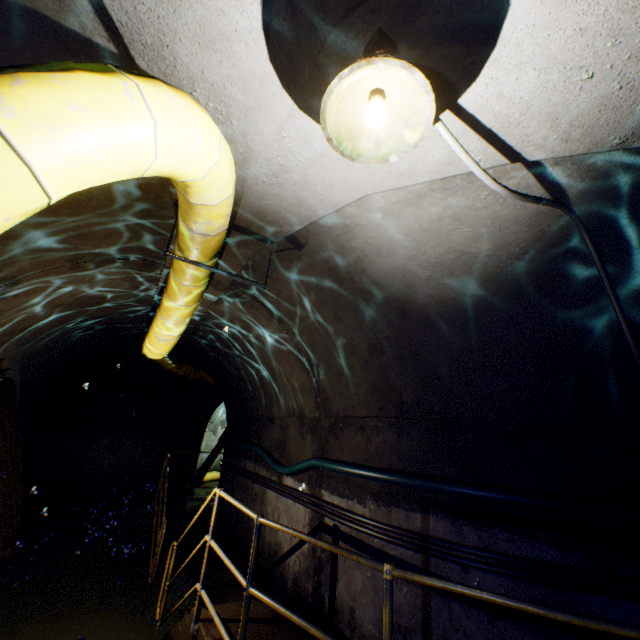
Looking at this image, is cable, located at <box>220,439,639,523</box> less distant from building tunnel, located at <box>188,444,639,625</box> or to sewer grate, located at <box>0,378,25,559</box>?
building tunnel, located at <box>188,444,639,625</box>

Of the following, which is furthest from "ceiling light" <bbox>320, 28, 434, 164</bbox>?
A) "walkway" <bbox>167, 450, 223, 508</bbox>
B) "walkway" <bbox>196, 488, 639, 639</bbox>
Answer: "walkway" <bbox>167, 450, 223, 508</bbox>

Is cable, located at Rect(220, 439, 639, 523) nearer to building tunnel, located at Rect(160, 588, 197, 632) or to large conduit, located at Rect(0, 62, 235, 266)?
building tunnel, located at Rect(160, 588, 197, 632)

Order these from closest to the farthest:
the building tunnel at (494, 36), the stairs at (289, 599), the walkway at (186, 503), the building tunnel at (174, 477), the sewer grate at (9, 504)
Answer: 1. the building tunnel at (494, 36)
2. the stairs at (289, 599)
3. the sewer grate at (9, 504)
4. the walkway at (186, 503)
5. the building tunnel at (174, 477)

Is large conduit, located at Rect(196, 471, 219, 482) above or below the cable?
below

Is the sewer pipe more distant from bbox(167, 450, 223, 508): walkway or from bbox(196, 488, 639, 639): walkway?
bbox(167, 450, 223, 508): walkway

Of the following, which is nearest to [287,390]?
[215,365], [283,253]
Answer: [283,253]

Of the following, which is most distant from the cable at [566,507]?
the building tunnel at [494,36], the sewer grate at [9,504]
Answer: the sewer grate at [9,504]
